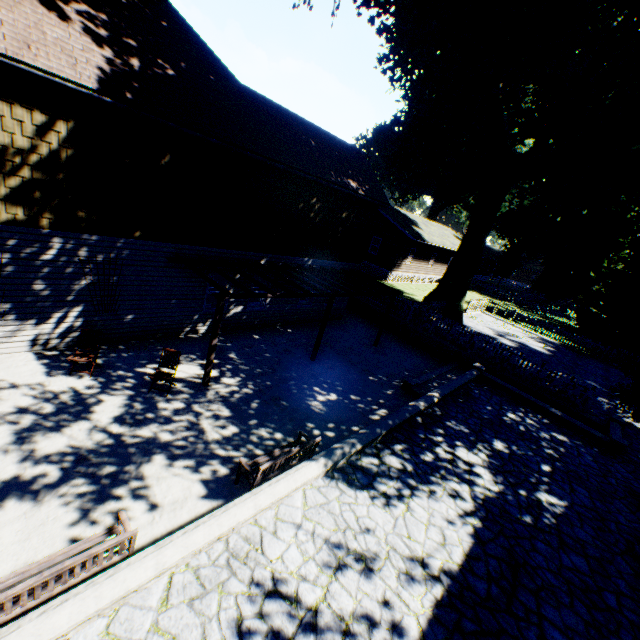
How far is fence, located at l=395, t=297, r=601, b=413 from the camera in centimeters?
1390cm

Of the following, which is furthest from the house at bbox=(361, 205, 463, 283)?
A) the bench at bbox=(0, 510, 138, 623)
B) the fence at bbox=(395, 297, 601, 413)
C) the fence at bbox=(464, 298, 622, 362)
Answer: the bench at bbox=(0, 510, 138, 623)

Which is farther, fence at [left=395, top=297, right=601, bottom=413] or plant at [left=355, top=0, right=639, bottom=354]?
fence at [left=395, top=297, right=601, bottom=413]

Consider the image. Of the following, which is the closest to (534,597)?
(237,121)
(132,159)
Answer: (132,159)

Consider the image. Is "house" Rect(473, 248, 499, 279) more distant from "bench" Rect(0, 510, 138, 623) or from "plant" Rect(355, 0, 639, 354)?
"bench" Rect(0, 510, 138, 623)

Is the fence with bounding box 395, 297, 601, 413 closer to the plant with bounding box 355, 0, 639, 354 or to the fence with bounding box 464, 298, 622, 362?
the plant with bounding box 355, 0, 639, 354

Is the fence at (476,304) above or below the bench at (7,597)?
above

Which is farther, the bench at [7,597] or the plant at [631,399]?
the plant at [631,399]
